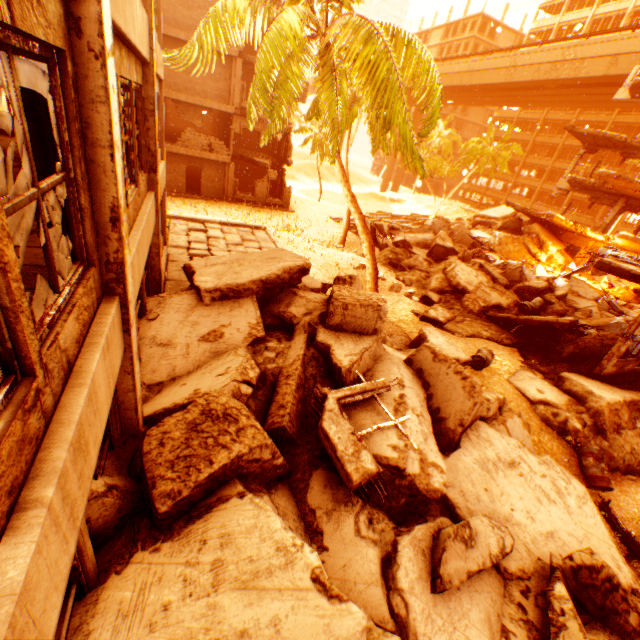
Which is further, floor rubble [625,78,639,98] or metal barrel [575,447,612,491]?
floor rubble [625,78,639,98]

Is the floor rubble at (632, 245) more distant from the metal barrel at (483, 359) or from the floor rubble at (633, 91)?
the floor rubble at (633, 91)

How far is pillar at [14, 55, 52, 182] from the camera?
2.3 meters

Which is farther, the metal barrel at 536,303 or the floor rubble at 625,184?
the floor rubble at 625,184

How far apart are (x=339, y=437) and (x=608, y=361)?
9.9m

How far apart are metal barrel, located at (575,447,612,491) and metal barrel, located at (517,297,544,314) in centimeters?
606cm

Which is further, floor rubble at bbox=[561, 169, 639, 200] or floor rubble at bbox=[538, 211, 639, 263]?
floor rubble at bbox=[561, 169, 639, 200]

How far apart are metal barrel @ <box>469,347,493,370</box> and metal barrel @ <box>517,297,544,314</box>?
3.9m
